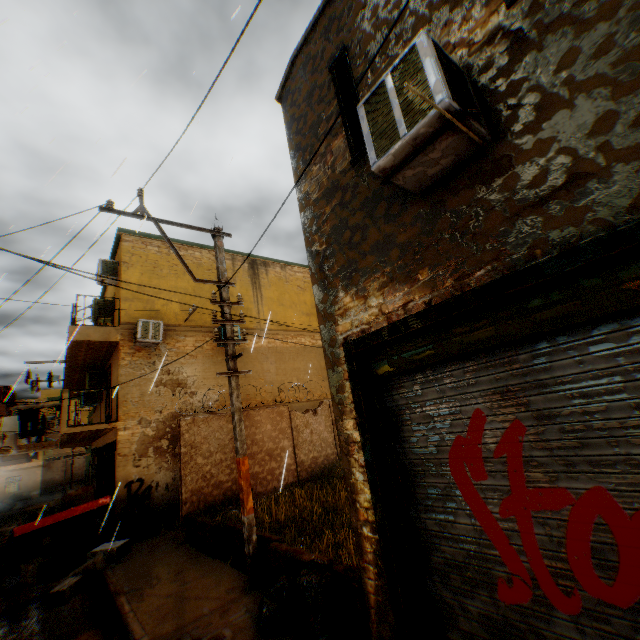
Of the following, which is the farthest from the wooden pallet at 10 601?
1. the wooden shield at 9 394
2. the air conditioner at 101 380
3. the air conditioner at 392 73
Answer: the air conditioner at 392 73

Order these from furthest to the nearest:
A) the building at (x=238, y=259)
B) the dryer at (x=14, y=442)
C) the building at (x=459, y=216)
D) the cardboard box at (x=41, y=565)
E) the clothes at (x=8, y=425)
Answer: → the building at (x=238, y=259), the dryer at (x=14, y=442), the clothes at (x=8, y=425), the cardboard box at (x=41, y=565), the building at (x=459, y=216)

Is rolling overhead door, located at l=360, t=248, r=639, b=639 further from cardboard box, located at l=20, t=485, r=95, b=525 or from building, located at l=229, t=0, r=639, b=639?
cardboard box, located at l=20, t=485, r=95, b=525

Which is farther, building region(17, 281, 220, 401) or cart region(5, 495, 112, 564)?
building region(17, 281, 220, 401)

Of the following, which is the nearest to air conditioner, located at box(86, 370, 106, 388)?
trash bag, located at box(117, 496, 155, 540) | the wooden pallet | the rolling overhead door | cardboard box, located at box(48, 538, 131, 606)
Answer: trash bag, located at box(117, 496, 155, 540)

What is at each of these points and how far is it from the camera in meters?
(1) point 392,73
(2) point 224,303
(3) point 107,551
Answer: (1) air conditioner, 2.9
(2) electric pole, 6.9
(3) cardboard box, 8.1

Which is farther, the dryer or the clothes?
the dryer

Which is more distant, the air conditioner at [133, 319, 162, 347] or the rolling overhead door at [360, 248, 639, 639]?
the air conditioner at [133, 319, 162, 347]
